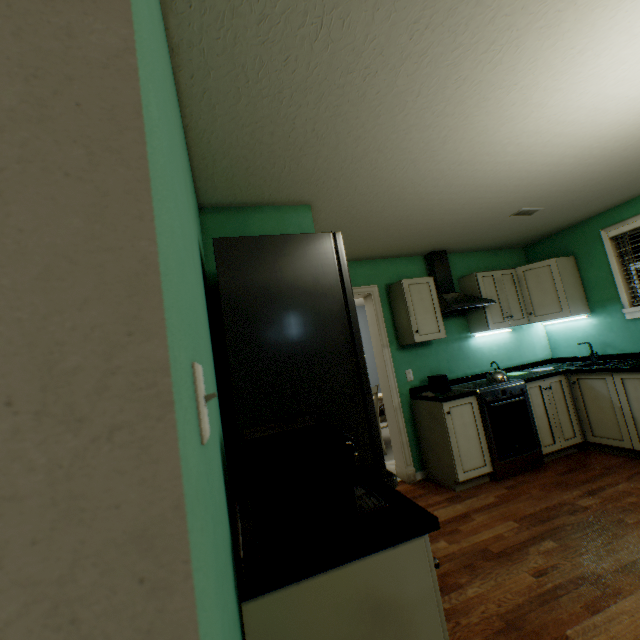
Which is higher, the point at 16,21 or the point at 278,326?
the point at 16,21

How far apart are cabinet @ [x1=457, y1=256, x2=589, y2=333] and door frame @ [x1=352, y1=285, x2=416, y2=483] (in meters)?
1.13

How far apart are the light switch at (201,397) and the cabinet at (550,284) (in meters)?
3.80

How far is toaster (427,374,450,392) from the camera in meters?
3.3

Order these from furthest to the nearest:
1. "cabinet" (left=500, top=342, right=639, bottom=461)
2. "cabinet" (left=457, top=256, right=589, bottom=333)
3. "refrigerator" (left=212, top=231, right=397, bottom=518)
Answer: "cabinet" (left=457, top=256, right=589, bottom=333) < "cabinet" (left=500, top=342, right=639, bottom=461) < "refrigerator" (left=212, top=231, right=397, bottom=518)

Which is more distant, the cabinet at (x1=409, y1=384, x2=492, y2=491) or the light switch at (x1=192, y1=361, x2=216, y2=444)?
the cabinet at (x1=409, y1=384, x2=492, y2=491)

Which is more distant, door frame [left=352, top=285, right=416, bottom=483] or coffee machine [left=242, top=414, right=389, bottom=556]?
door frame [left=352, top=285, right=416, bottom=483]

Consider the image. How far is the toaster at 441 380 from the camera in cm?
332
